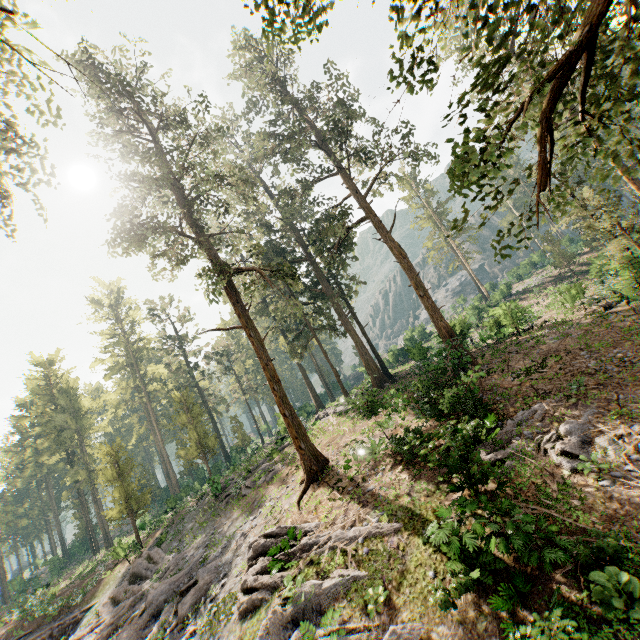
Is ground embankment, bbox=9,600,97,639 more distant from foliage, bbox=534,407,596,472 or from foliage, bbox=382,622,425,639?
foliage, bbox=534,407,596,472

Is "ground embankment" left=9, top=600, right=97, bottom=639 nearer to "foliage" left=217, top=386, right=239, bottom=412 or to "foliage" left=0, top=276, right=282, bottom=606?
"foliage" left=0, top=276, right=282, bottom=606

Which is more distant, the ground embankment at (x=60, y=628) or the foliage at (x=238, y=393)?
the foliage at (x=238, y=393)

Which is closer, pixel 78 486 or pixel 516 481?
pixel 516 481

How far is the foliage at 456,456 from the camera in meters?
10.5

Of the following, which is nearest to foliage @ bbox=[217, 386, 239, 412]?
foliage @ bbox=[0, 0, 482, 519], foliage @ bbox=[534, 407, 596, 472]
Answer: foliage @ bbox=[0, 0, 482, 519]

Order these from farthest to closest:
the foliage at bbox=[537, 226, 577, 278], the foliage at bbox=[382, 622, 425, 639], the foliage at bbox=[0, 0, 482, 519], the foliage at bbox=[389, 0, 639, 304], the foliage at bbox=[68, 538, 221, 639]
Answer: the foliage at bbox=[537, 226, 577, 278]
the foliage at bbox=[0, 0, 482, 519]
the foliage at bbox=[68, 538, 221, 639]
the foliage at bbox=[382, 622, 425, 639]
the foliage at bbox=[389, 0, 639, 304]

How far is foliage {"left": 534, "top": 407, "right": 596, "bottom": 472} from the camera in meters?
10.5
